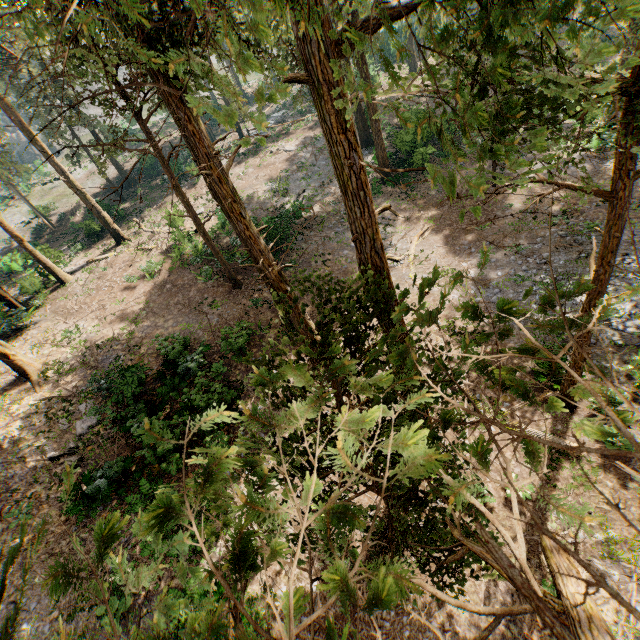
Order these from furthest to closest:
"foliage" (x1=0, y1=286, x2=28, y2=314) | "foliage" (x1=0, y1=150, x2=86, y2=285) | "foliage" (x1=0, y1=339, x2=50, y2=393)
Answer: "foliage" (x1=0, y1=150, x2=86, y2=285), "foliage" (x1=0, y1=286, x2=28, y2=314), "foliage" (x1=0, y1=339, x2=50, y2=393)

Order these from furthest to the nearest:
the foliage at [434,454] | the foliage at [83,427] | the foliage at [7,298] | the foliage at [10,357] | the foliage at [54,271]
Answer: the foliage at [54,271]
the foliage at [7,298]
the foliage at [10,357]
the foliage at [83,427]
the foliage at [434,454]

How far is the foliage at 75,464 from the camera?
1.1 meters

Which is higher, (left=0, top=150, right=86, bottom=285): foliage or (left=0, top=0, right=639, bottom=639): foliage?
(left=0, top=0, right=639, bottom=639): foliage

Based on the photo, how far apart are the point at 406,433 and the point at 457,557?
1.2m

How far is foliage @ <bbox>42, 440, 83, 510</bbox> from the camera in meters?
1.1 m
